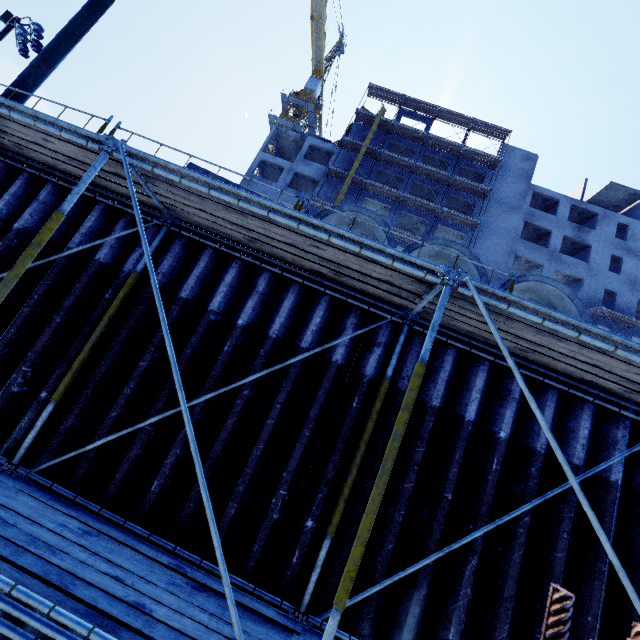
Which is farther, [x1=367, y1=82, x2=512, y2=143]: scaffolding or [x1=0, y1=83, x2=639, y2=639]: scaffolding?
[x1=367, y1=82, x2=512, y2=143]: scaffolding

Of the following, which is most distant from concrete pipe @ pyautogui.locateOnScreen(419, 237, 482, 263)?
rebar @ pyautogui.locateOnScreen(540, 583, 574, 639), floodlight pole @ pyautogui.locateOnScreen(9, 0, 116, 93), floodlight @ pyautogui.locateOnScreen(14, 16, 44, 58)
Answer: floodlight @ pyautogui.locateOnScreen(14, 16, 44, 58)

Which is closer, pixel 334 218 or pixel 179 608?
pixel 179 608

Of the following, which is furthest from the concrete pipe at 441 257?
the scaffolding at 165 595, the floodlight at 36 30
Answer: the floodlight at 36 30

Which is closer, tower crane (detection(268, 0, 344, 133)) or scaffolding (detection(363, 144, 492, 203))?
scaffolding (detection(363, 144, 492, 203))

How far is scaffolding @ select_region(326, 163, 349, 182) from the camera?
32.03m

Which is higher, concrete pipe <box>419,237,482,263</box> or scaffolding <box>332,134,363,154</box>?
scaffolding <box>332,134,363,154</box>

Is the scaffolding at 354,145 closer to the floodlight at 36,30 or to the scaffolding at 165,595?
the scaffolding at 165,595
